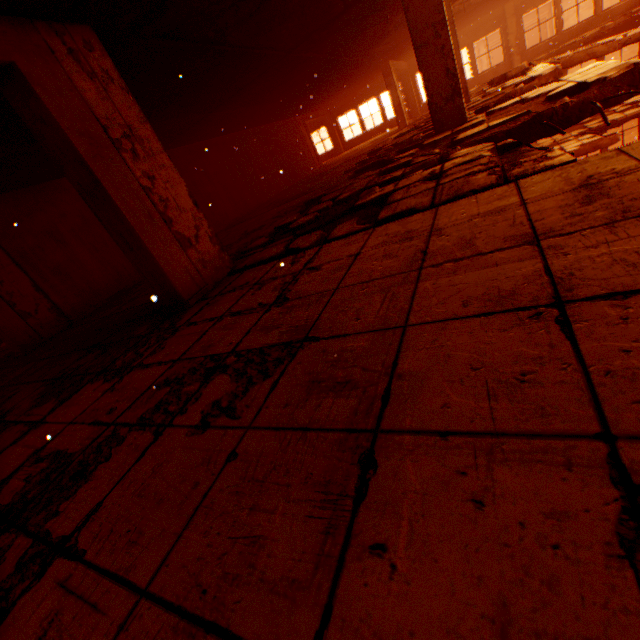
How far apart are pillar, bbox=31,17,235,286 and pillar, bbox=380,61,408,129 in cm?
1436

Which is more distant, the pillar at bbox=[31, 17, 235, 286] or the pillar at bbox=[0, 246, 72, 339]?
the pillar at bbox=[0, 246, 72, 339]

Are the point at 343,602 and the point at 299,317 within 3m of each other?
yes

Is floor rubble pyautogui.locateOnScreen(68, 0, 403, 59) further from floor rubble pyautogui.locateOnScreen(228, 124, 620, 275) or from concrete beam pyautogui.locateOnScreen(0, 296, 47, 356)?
concrete beam pyautogui.locateOnScreen(0, 296, 47, 356)

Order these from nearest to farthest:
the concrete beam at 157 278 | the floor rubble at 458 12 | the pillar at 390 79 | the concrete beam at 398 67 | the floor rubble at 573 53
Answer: the concrete beam at 157 278 → the floor rubble at 573 53 → the floor rubble at 458 12 → the pillar at 390 79 → the concrete beam at 398 67

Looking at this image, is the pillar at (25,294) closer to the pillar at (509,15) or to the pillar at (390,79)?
the pillar at (390,79)

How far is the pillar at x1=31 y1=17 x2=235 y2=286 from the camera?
2.9 meters

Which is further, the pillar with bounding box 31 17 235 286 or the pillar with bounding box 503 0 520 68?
the pillar with bounding box 503 0 520 68
